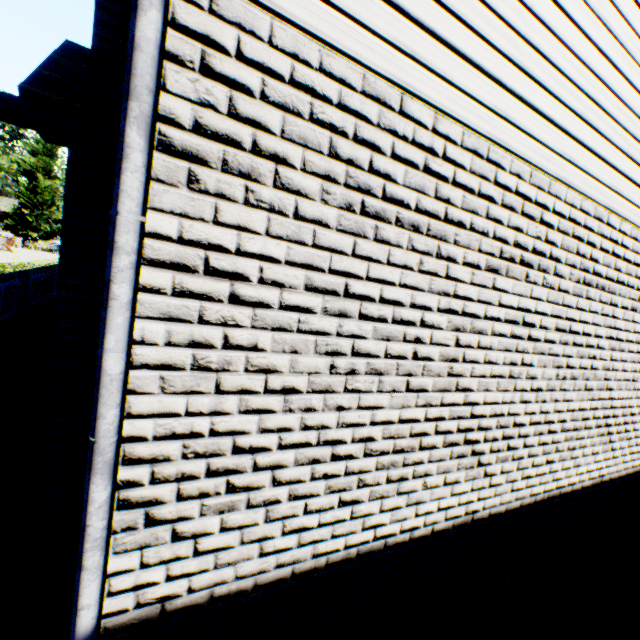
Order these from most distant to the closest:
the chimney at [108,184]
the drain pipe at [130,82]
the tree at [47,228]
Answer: the tree at [47,228]
the chimney at [108,184]
the drain pipe at [130,82]

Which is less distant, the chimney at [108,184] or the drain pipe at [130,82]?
the drain pipe at [130,82]

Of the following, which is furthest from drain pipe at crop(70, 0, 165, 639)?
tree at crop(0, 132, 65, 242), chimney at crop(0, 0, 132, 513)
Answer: tree at crop(0, 132, 65, 242)

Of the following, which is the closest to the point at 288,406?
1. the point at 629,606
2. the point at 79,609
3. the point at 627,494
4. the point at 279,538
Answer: the point at 279,538

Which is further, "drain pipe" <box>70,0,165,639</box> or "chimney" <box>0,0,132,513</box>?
"chimney" <box>0,0,132,513</box>

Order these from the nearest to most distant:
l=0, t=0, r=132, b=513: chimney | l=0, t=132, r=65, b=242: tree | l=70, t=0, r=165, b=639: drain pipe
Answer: l=70, t=0, r=165, b=639: drain pipe → l=0, t=0, r=132, b=513: chimney → l=0, t=132, r=65, b=242: tree

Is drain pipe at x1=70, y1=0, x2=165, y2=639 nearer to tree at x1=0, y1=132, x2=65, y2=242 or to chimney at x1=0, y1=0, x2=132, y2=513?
chimney at x1=0, y1=0, x2=132, y2=513
